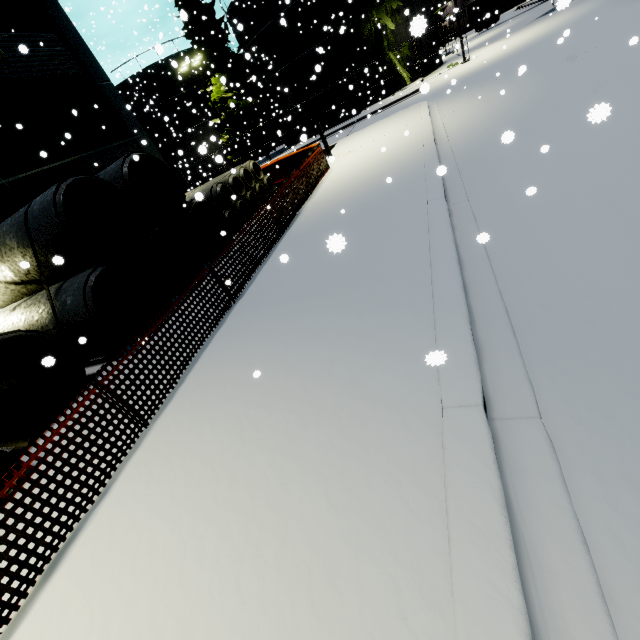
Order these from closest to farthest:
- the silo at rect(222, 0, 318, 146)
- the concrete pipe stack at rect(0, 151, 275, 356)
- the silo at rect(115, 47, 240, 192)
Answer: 1. the concrete pipe stack at rect(0, 151, 275, 356)
2. the silo at rect(222, 0, 318, 146)
3. the silo at rect(115, 47, 240, 192)

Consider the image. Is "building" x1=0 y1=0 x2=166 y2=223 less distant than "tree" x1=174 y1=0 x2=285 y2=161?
Yes

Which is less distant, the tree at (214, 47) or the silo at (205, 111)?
the tree at (214, 47)

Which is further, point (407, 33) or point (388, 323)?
point (407, 33)

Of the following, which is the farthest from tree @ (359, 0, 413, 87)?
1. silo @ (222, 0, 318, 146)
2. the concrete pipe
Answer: the concrete pipe

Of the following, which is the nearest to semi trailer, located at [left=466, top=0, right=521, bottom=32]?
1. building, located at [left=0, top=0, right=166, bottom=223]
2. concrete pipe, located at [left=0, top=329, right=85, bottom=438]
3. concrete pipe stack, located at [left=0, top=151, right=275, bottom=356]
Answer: building, located at [left=0, top=0, right=166, bottom=223]

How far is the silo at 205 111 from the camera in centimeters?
3244cm

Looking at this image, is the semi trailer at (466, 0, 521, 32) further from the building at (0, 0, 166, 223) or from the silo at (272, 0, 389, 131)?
the building at (0, 0, 166, 223)
